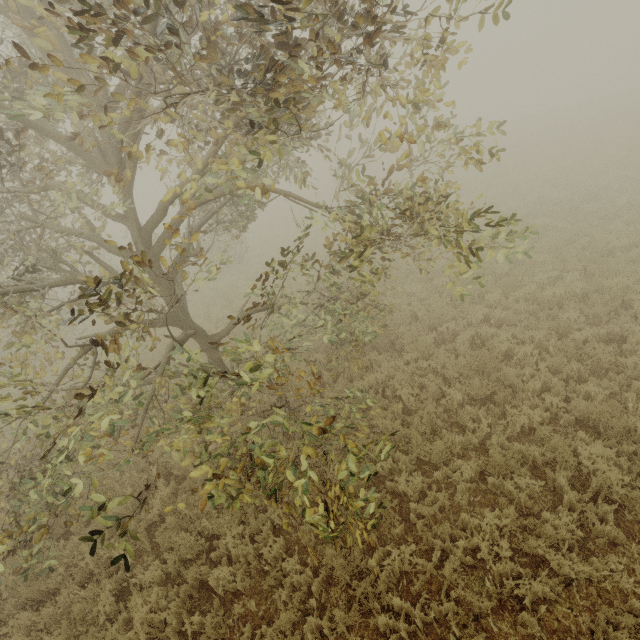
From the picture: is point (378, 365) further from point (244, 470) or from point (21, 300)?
point (21, 300)
